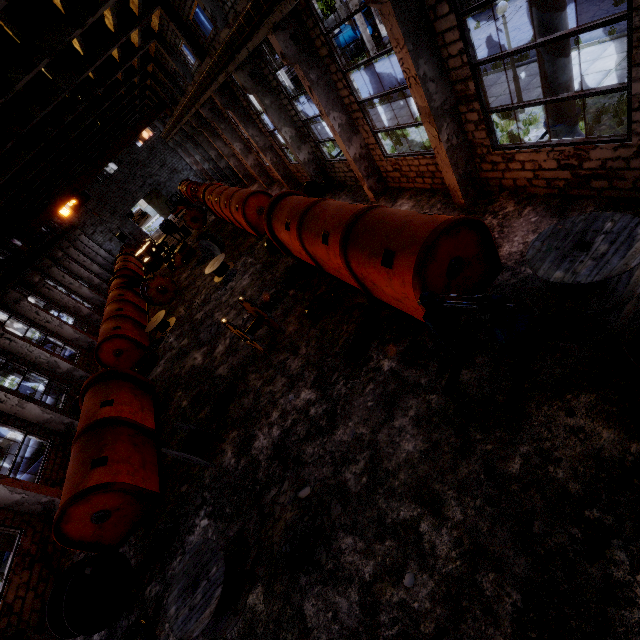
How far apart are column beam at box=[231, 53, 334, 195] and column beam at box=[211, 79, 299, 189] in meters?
4.0

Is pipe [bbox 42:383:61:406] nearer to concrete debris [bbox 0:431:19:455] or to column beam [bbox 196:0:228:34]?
concrete debris [bbox 0:431:19:455]

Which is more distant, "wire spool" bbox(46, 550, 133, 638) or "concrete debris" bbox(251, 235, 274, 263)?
"concrete debris" bbox(251, 235, 274, 263)

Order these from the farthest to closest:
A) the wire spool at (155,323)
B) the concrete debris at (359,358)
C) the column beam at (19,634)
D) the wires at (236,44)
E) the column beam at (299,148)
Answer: the wire spool at (155,323)
the column beam at (299,148)
the wires at (236,44)
the concrete debris at (359,358)
the column beam at (19,634)

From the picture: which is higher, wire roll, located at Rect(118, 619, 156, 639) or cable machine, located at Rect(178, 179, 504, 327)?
cable machine, located at Rect(178, 179, 504, 327)

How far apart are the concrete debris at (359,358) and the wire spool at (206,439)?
3.2 meters

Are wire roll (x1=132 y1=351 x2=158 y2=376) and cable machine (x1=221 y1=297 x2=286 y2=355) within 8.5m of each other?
yes

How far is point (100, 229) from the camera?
42.4 meters
